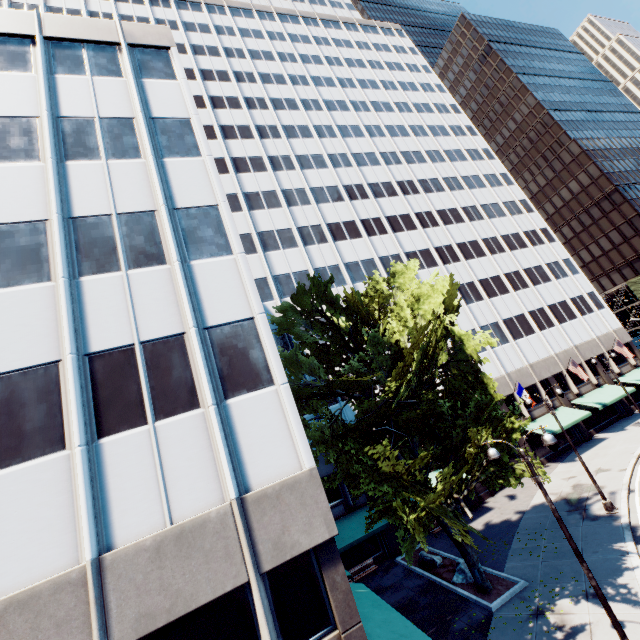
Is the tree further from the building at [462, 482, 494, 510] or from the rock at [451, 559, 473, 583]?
the rock at [451, 559, 473, 583]

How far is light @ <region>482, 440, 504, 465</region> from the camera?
11.4 meters

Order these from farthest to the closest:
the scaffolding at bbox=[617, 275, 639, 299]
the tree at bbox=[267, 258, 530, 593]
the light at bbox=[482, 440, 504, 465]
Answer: the scaffolding at bbox=[617, 275, 639, 299]
the tree at bbox=[267, 258, 530, 593]
the light at bbox=[482, 440, 504, 465]

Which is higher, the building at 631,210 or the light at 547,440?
the building at 631,210

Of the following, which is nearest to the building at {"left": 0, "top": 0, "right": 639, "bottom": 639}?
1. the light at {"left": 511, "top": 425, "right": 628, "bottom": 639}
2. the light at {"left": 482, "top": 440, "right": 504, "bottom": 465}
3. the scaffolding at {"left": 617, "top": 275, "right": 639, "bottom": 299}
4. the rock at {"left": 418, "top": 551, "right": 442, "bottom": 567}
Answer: the rock at {"left": 418, "top": 551, "right": 442, "bottom": 567}

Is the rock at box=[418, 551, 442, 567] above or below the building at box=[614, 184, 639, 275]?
below

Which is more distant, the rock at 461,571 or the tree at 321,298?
the rock at 461,571

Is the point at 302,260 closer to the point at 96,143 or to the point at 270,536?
the point at 96,143
